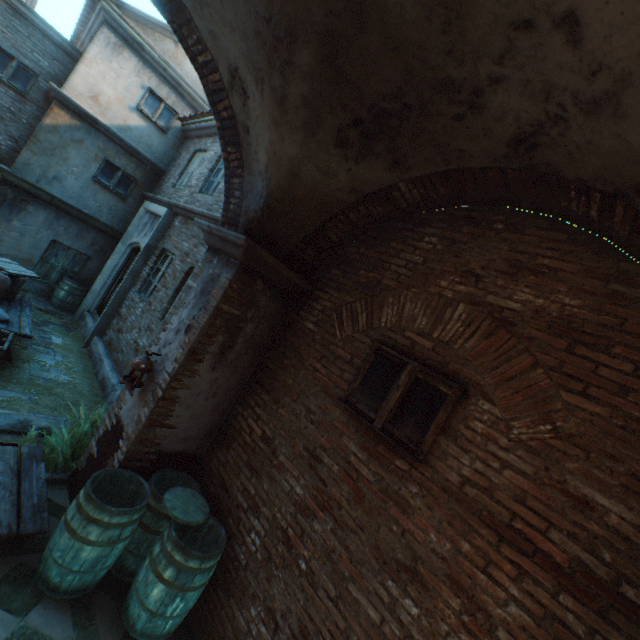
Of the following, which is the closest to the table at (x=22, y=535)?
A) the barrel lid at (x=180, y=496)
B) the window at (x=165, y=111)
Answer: the barrel lid at (x=180, y=496)

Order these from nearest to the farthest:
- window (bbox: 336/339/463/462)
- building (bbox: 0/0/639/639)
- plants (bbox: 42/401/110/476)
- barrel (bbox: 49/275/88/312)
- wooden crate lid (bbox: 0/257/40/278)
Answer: building (bbox: 0/0/639/639)
window (bbox: 336/339/463/462)
plants (bbox: 42/401/110/476)
wooden crate lid (bbox: 0/257/40/278)
barrel (bbox: 49/275/88/312)

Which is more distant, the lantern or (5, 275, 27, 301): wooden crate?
(5, 275, 27, 301): wooden crate

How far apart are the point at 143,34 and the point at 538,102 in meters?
11.8 m

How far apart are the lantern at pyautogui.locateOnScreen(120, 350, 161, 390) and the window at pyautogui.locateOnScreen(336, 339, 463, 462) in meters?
2.3 m

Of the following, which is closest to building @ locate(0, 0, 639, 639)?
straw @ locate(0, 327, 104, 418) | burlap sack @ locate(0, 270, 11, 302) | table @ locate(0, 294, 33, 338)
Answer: straw @ locate(0, 327, 104, 418)

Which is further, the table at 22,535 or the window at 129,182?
the window at 129,182

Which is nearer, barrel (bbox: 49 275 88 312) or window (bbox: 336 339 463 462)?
window (bbox: 336 339 463 462)
